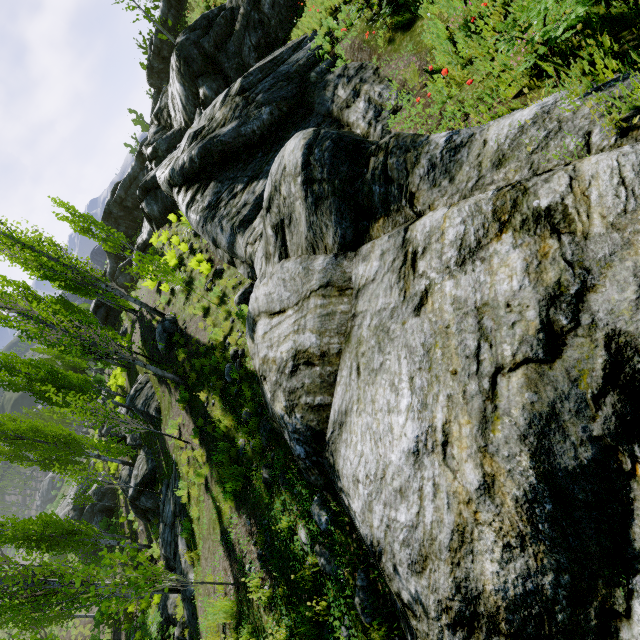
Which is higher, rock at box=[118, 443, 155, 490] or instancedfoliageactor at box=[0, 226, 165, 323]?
instancedfoliageactor at box=[0, 226, 165, 323]

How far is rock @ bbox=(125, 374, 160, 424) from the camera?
15.4 meters

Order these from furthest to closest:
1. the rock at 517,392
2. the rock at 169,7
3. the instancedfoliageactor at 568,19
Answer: the rock at 169,7, the instancedfoliageactor at 568,19, the rock at 517,392

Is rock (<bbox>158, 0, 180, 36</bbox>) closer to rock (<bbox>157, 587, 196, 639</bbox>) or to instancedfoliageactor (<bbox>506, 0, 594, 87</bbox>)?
instancedfoliageactor (<bbox>506, 0, 594, 87</bbox>)

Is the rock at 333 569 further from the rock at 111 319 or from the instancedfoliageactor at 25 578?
the rock at 111 319

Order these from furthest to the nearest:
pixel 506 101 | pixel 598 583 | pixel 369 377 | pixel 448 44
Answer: pixel 448 44 → pixel 506 101 → pixel 369 377 → pixel 598 583

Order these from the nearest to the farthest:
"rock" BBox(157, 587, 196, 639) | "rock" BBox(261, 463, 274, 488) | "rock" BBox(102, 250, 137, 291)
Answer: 1. "rock" BBox(261, 463, 274, 488)
2. "rock" BBox(157, 587, 196, 639)
3. "rock" BBox(102, 250, 137, 291)

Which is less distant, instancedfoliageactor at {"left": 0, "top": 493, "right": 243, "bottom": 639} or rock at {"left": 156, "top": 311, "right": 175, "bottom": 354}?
instancedfoliageactor at {"left": 0, "top": 493, "right": 243, "bottom": 639}
